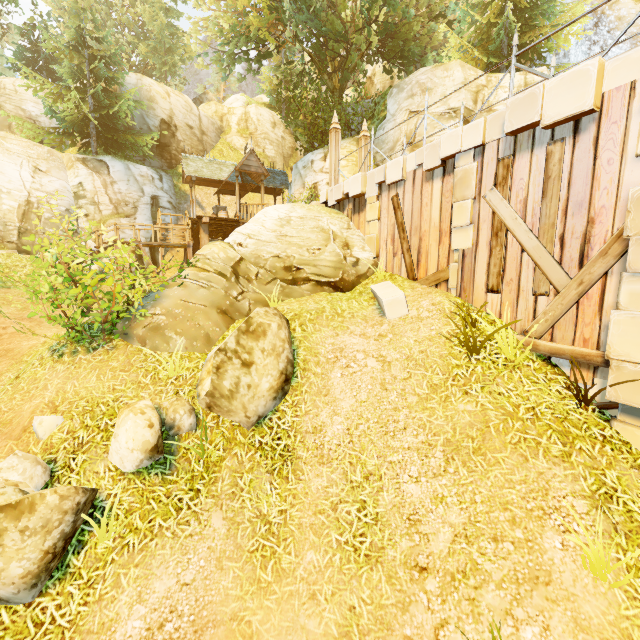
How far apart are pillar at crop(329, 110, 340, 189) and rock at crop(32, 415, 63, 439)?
10.5 meters

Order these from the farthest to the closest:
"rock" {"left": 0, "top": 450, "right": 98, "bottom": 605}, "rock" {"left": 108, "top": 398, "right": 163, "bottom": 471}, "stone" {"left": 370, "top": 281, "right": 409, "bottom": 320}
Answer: "stone" {"left": 370, "top": 281, "right": 409, "bottom": 320} → "rock" {"left": 108, "top": 398, "right": 163, "bottom": 471} → "rock" {"left": 0, "top": 450, "right": 98, "bottom": 605}

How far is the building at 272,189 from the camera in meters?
19.6 m

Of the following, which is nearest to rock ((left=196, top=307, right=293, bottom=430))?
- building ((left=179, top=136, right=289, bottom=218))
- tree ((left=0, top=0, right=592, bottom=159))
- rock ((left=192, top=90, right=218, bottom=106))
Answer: tree ((left=0, top=0, right=592, bottom=159))

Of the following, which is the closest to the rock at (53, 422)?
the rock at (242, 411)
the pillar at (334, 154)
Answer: the rock at (242, 411)

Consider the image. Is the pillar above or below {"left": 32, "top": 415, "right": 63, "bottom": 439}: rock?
above

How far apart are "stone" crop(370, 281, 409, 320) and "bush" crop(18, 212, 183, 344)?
6.5m

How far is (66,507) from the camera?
4.3 meters
